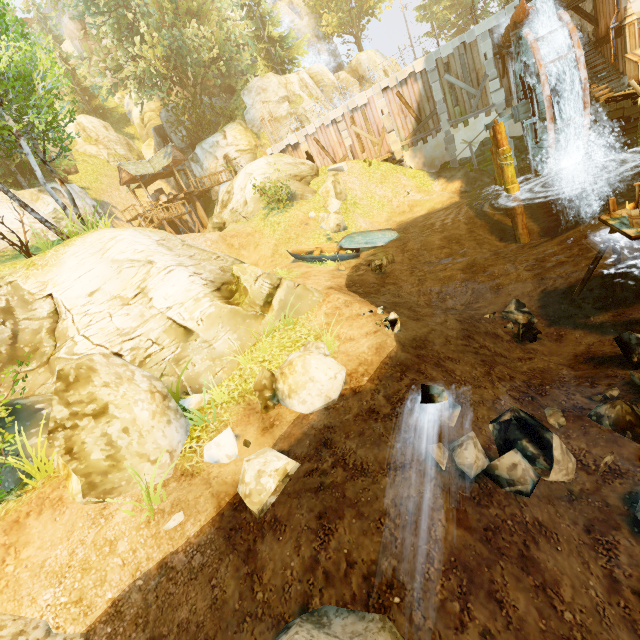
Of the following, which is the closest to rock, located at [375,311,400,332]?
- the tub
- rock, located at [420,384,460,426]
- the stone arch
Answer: rock, located at [420,384,460,426]

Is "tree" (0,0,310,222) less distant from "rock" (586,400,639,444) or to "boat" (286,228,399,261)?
"rock" (586,400,639,444)

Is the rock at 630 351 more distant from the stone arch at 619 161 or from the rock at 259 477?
the stone arch at 619 161

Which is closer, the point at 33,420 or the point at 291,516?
the point at 291,516

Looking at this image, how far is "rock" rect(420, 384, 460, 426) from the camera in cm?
540

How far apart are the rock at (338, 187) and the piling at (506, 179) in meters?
8.8

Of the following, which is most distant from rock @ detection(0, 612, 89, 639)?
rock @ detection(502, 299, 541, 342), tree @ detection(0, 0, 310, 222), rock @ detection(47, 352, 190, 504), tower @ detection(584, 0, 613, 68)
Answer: tower @ detection(584, 0, 613, 68)

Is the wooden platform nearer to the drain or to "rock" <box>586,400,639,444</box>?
"rock" <box>586,400,639,444</box>
